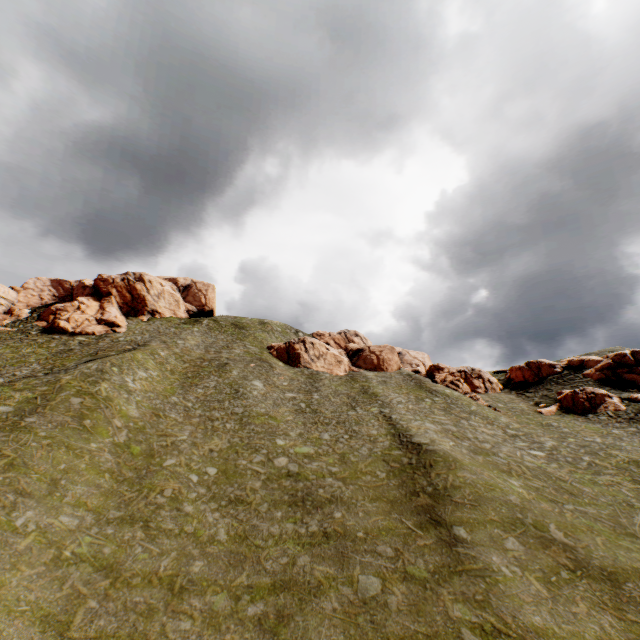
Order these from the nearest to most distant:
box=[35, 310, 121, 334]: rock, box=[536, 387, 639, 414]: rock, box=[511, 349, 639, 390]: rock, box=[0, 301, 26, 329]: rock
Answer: box=[536, 387, 639, 414]: rock < box=[511, 349, 639, 390]: rock < box=[0, 301, 26, 329]: rock < box=[35, 310, 121, 334]: rock

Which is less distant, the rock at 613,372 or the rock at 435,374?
the rock at 613,372

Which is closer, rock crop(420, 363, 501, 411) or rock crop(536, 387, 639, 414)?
rock crop(536, 387, 639, 414)

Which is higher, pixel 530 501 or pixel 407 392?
pixel 407 392

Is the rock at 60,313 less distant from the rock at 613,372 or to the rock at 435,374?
the rock at 613,372

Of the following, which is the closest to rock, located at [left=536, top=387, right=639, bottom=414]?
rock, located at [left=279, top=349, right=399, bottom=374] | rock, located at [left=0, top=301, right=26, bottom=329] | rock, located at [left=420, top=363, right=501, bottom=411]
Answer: rock, located at [left=420, top=363, right=501, bottom=411]

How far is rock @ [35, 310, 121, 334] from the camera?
56.66m

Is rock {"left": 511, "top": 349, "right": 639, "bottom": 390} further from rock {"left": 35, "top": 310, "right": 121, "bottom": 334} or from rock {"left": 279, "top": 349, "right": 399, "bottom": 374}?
rock {"left": 35, "top": 310, "right": 121, "bottom": 334}
